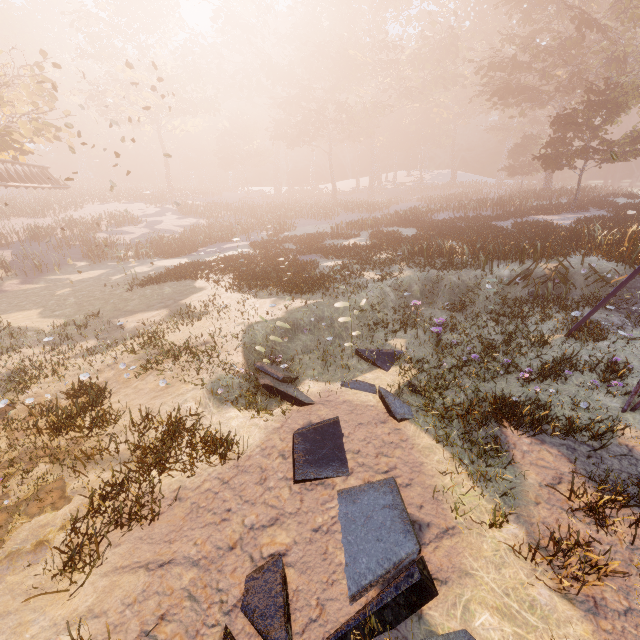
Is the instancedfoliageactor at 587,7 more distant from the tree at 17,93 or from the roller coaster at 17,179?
the roller coaster at 17,179

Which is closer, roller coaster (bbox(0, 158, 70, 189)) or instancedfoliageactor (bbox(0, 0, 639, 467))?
instancedfoliageactor (bbox(0, 0, 639, 467))

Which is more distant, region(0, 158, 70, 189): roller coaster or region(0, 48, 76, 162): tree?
region(0, 158, 70, 189): roller coaster

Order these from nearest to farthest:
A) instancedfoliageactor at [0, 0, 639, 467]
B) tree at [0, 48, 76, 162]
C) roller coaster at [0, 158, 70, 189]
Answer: instancedfoliageactor at [0, 0, 639, 467] → tree at [0, 48, 76, 162] → roller coaster at [0, 158, 70, 189]

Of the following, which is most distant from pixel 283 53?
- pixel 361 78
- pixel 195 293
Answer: pixel 195 293

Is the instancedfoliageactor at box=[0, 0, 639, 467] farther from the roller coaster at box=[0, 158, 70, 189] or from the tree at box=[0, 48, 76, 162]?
the roller coaster at box=[0, 158, 70, 189]
